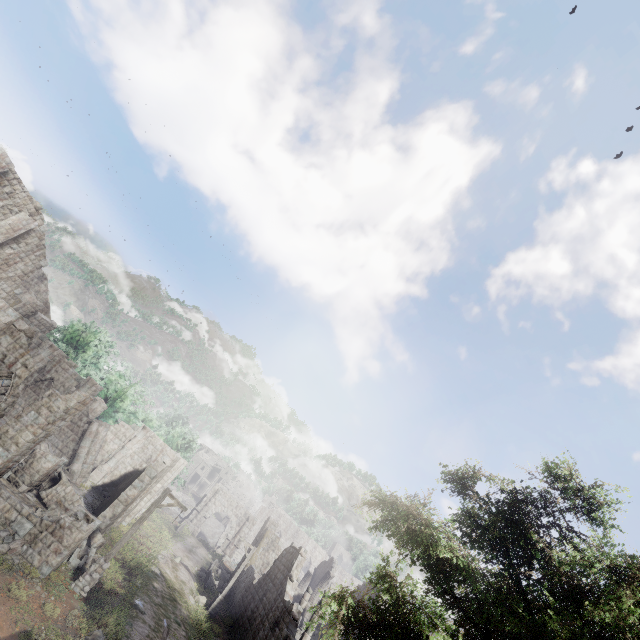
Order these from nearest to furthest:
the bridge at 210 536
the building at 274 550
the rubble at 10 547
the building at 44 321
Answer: the rubble at 10 547
the building at 44 321
the building at 274 550
the bridge at 210 536

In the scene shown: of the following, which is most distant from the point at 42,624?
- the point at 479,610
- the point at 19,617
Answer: the point at 479,610

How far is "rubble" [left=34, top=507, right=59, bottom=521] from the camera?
15.8 meters

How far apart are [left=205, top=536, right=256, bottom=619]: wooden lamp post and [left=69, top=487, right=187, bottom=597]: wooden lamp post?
11.57m

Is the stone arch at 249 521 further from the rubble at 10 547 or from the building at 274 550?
the rubble at 10 547

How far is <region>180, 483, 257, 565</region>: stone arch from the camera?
41.5 meters

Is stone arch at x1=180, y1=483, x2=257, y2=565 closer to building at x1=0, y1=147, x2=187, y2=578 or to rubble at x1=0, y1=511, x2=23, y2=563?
building at x1=0, y1=147, x2=187, y2=578

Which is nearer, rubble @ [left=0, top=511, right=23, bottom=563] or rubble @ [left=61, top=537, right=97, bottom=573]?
rubble @ [left=0, top=511, right=23, bottom=563]
